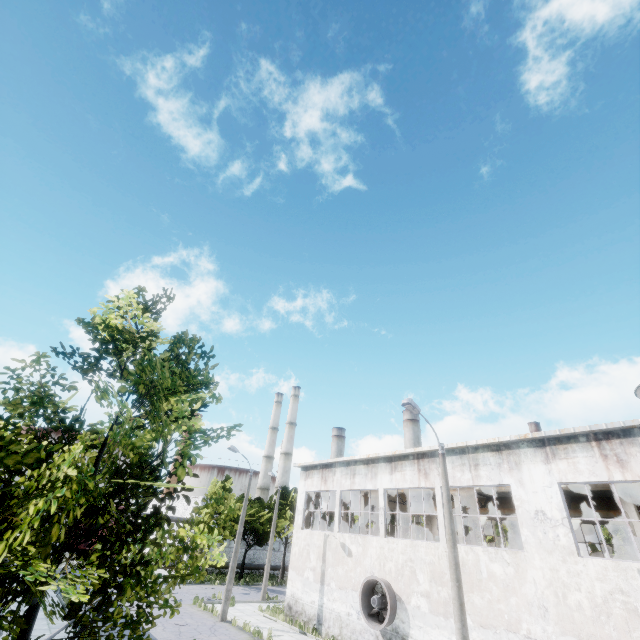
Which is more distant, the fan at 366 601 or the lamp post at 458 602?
the fan at 366 601

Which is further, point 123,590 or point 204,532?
point 204,532

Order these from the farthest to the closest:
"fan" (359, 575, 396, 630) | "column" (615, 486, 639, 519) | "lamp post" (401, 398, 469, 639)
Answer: "fan" (359, 575, 396, 630) < "column" (615, 486, 639, 519) < "lamp post" (401, 398, 469, 639)

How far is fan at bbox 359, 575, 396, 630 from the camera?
16.6 meters

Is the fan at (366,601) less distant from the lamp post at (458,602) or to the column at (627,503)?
the lamp post at (458,602)

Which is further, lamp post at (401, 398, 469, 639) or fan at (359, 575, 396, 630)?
fan at (359, 575, 396, 630)

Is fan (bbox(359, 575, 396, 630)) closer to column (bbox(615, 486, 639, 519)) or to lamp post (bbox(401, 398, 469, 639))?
lamp post (bbox(401, 398, 469, 639))

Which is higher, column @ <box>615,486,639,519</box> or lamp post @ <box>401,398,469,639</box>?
column @ <box>615,486,639,519</box>
